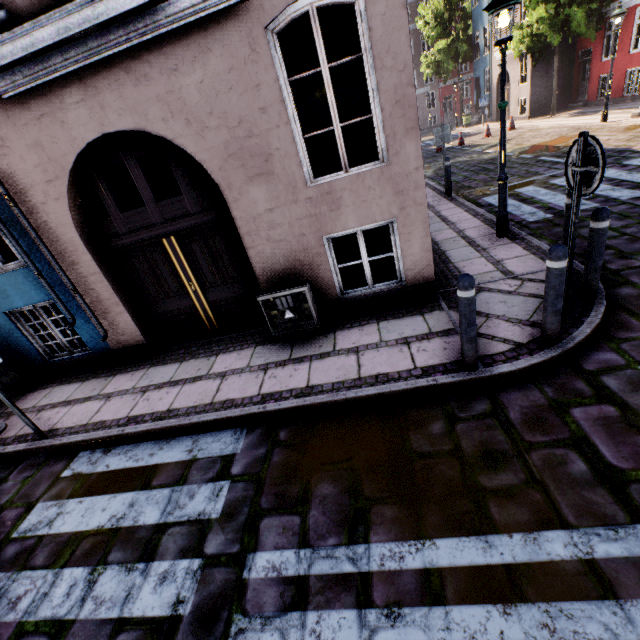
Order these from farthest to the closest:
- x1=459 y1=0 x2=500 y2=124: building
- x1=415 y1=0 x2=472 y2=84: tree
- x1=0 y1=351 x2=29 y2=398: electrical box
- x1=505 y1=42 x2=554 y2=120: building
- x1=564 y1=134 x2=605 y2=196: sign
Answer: x1=415 y1=0 x2=472 y2=84: tree < x1=459 y1=0 x2=500 y2=124: building < x1=505 y1=42 x2=554 y2=120: building < x1=0 y1=351 x2=29 y2=398: electrical box < x1=564 y1=134 x2=605 y2=196: sign

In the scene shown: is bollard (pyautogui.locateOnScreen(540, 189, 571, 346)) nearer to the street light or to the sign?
the sign

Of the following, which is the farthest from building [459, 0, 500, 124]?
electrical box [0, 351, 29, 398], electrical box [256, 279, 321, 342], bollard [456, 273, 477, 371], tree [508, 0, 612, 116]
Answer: electrical box [0, 351, 29, 398]

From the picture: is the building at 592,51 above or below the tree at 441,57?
below

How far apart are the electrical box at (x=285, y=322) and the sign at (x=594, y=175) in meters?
3.2

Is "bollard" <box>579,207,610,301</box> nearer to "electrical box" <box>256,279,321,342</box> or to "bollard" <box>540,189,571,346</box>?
"bollard" <box>540,189,571,346</box>

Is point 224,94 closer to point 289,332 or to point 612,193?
point 289,332

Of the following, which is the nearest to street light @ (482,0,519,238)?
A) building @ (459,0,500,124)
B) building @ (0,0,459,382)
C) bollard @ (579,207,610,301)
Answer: building @ (0,0,459,382)
